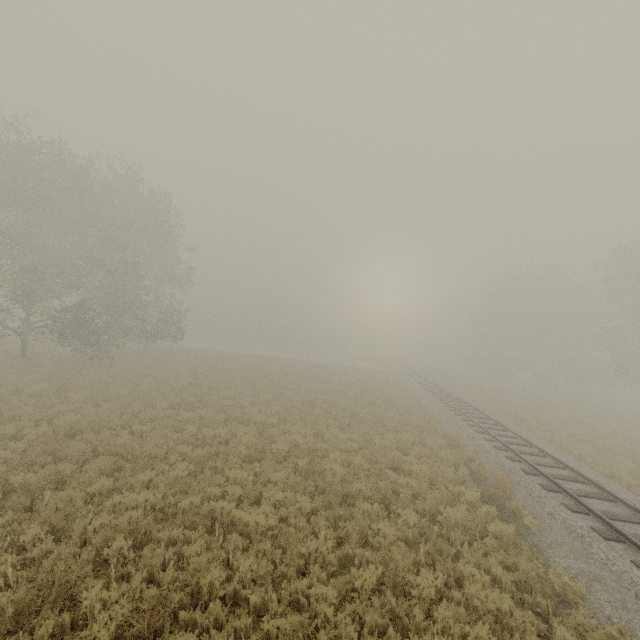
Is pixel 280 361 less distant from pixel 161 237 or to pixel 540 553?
pixel 161 237
